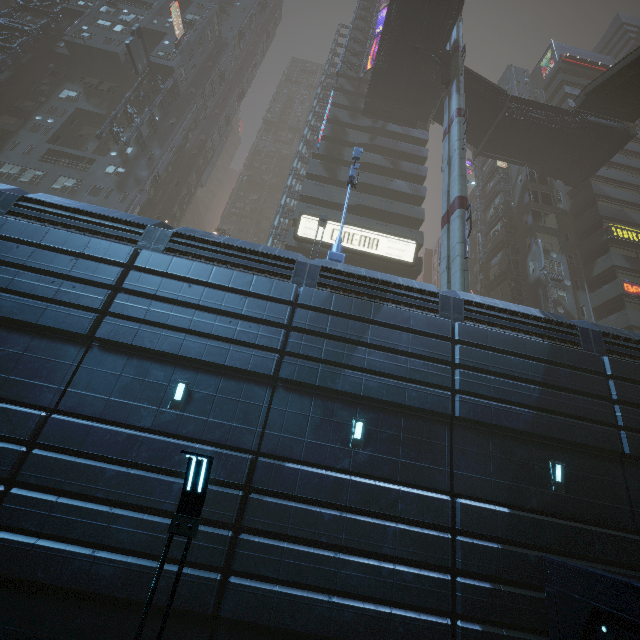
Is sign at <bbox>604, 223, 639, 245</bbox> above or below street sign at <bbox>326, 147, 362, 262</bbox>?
above

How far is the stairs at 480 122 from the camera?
28.9m

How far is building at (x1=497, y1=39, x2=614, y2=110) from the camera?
41.2 meters

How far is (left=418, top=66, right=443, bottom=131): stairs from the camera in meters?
31.4 m

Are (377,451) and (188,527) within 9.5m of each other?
yes

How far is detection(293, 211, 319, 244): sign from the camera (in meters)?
26.91

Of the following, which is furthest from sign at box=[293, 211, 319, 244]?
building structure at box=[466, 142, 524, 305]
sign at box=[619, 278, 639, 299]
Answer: sign at box=[619, 278, 639, 299]

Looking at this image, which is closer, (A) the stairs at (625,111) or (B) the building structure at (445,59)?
(A) the stairs at (625,111)
